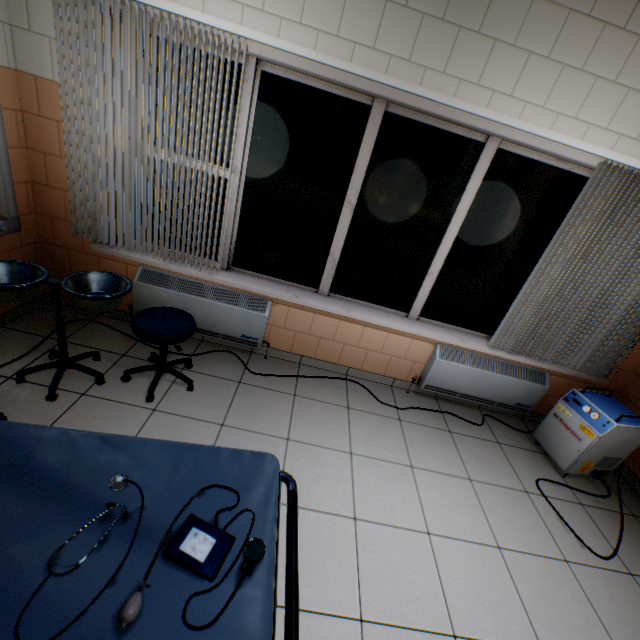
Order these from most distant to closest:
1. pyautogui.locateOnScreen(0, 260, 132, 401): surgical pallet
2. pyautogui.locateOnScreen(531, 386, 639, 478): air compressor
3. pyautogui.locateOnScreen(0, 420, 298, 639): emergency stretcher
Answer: pyautogui.locateOnScreen(531, 386, 639, 478): air compressor, pyautogui.locateOnScreen(0, 260, 132, 401): surgical pallet, pyautogui.locateOnScreen(0, 420, 298, 639): emergency stretcher

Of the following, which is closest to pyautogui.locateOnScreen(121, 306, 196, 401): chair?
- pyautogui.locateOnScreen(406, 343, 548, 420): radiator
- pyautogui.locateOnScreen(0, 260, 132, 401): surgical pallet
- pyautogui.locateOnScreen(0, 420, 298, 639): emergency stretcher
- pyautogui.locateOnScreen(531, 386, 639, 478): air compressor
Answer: pyautogui.locateOnScreen(0, 260, 132, 401): surgical pallet

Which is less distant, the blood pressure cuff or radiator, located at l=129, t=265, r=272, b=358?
the blood pressure cuff

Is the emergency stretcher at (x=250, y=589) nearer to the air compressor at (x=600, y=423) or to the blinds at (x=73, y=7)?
the blinds at (x=73, y=7)

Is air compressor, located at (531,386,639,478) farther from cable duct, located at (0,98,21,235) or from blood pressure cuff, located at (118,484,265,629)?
cable duct, located at (0,98,21,235)

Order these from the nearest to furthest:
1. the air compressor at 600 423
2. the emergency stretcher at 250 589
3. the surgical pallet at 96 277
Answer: the emergency stretcher at 250 589 < the surgical pallet at 96 277 < the air compressor at 600 423

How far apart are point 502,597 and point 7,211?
4.2m

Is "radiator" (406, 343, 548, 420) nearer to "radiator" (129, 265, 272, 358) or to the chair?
"radiator" (129, 265, 272, 358)
